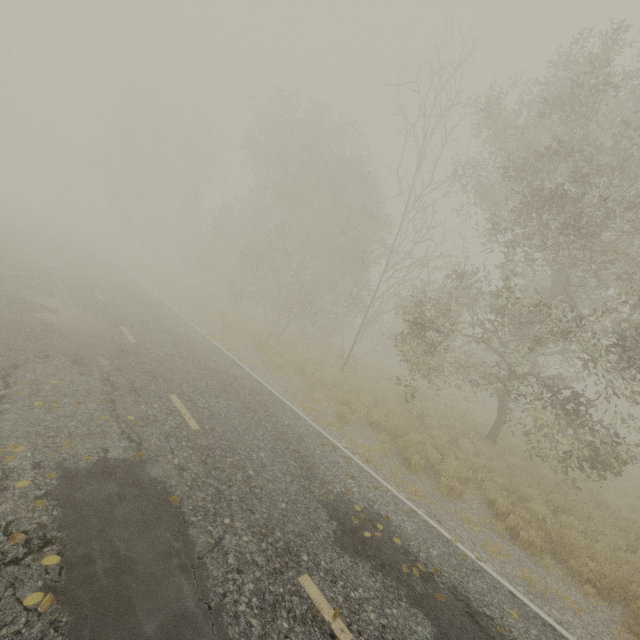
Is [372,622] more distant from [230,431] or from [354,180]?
[354,180]
